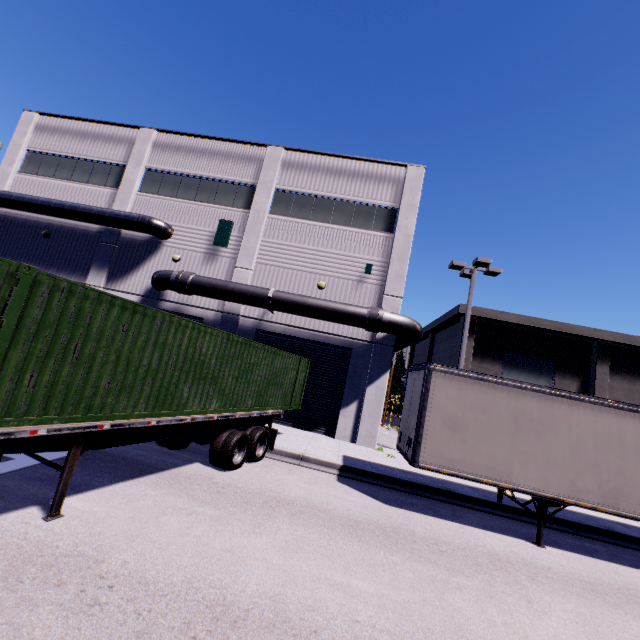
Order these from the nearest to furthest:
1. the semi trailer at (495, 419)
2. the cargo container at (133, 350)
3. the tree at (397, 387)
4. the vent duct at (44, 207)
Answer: the cargo container at (133, 350) → the semi trailer at (495, 419) → the vent duct at (44, 207) → the tree at (397, 387)

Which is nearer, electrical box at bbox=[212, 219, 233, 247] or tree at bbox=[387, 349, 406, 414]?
electrical box at bbox=[212, 219, 233, 247]

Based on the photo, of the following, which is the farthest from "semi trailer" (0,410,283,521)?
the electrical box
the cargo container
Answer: the electrical box

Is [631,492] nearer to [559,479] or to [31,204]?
[559,479]

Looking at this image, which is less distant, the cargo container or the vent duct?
the cargo container

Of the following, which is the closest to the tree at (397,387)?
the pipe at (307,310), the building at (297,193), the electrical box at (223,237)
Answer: the building at (297,193)

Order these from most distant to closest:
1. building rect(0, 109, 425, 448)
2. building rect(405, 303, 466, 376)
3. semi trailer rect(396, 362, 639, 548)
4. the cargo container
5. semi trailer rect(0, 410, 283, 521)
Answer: building rect(405, 303, 466, 376) → building rect(0, 109, 425, 448) → semi trailer rect(396, 362, 639, 548) → semi trailer rect(0, 410, 283, 521) → the cargo container

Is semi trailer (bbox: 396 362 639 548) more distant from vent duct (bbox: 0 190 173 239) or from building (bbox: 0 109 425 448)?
vent duct (bbox: 0 190 173 239)
